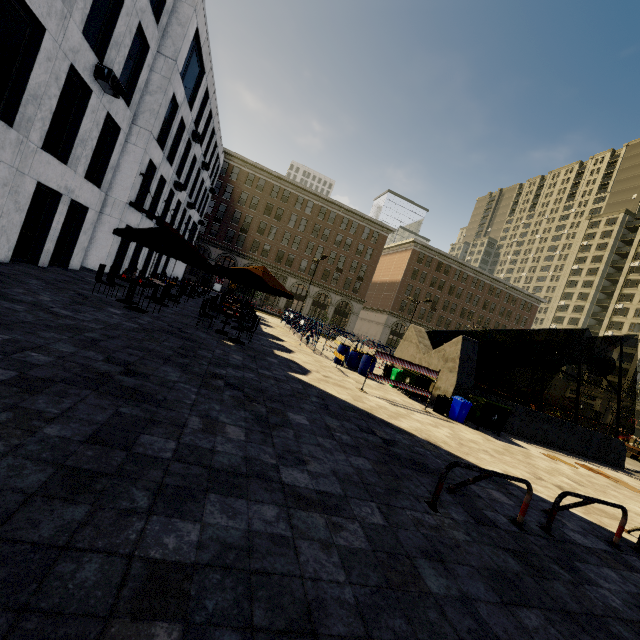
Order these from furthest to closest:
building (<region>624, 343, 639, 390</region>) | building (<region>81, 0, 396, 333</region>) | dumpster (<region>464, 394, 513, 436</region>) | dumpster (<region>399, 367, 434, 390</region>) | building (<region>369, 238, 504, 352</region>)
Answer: building (<region>624, 343, 639, 390</region>) → building (<region>369, 238, 504, 352</region>) → building (<region>81, 0, 396, 333</region>) → dumpster (<region>399, 367, 434, 390</region>) → dumpster (<region>464, 394, 513, 436</region>)

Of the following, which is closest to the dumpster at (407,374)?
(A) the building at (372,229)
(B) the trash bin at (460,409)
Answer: (B) the trash bin at (460,409)

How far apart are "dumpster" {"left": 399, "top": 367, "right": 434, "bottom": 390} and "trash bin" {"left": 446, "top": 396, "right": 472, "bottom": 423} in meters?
1.0

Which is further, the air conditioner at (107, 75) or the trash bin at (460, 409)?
the trash bin at (460, 409)

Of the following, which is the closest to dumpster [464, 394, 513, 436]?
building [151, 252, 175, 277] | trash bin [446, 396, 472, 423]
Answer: trash bin [446, 396, 472, 423]

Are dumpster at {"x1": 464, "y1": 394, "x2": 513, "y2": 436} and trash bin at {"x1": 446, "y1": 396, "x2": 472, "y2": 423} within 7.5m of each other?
yes

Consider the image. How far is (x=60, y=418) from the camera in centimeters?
341cm

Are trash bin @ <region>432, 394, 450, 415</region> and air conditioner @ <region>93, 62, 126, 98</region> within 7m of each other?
no
